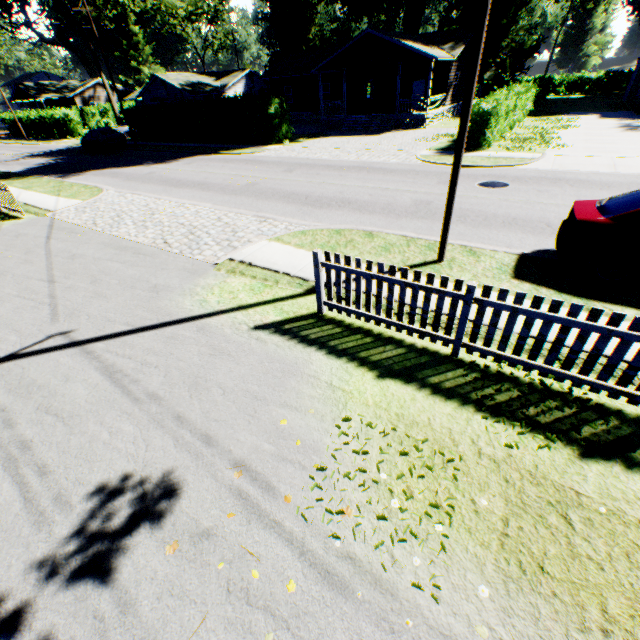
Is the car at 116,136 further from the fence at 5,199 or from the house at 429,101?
the house at 429,101

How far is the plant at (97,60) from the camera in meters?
46.1 m

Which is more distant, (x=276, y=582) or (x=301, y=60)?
(x=301, y=60)

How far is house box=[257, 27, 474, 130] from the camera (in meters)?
25.25

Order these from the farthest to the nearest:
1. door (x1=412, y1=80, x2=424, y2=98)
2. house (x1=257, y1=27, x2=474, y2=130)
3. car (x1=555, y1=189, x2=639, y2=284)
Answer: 1. door (x1=412, y1=80, x2=424, y2=98)
2. house (x1=257, y1=27, x2=474, y2=130)
3. car (x1=555, y1=189, x2=639, y2=284)

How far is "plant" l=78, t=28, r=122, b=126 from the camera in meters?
46.1

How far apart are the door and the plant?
47.6m

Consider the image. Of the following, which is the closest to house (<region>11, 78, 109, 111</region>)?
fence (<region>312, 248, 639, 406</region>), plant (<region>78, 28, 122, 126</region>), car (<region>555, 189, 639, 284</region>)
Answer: plant (<region>78, 28, 122, 126</region>)
